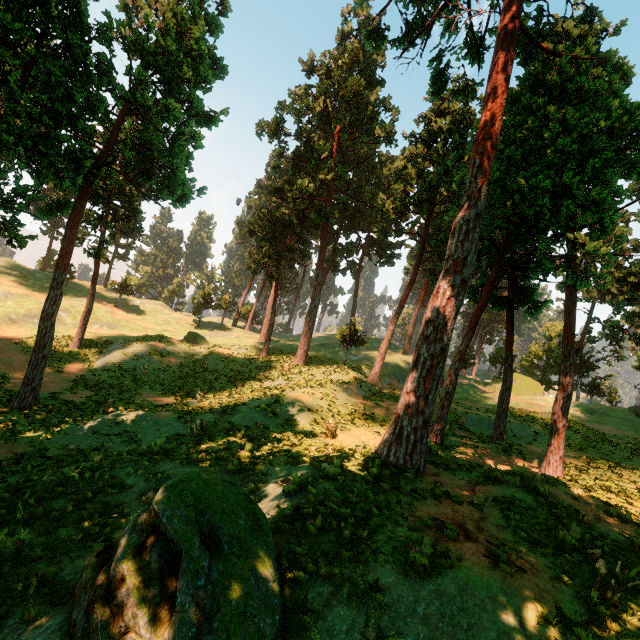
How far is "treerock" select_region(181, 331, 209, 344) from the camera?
38.75m

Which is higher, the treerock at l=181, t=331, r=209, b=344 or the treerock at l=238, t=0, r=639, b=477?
the treerock at l=238, t=0, r=639, b=477

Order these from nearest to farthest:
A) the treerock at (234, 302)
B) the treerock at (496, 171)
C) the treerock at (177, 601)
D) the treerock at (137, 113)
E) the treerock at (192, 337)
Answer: the treerock at (177, 601) → the treerock at (496, 171) → the treerock at (137, 113) → the treerock at (192, 337) → the treerock at (234, 302)

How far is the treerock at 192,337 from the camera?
38.8 meters

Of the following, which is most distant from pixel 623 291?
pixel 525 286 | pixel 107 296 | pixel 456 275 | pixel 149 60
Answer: pixel 107 296

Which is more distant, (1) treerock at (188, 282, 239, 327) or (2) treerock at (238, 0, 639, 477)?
(1) treerock at (188, 282, 239, 327)
